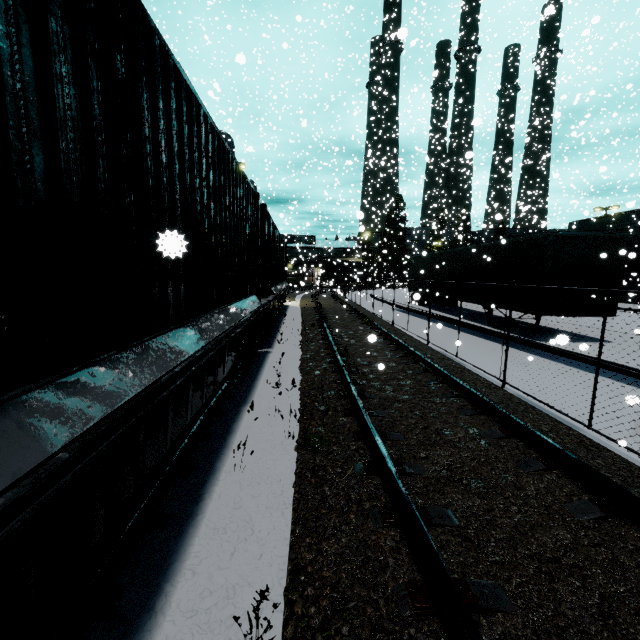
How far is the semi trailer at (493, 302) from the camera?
12.8 meters

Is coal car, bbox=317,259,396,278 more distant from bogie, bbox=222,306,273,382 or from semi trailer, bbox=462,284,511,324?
bogie, bbox=222,306,273,382

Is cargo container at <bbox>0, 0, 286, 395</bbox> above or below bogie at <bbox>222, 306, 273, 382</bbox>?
above

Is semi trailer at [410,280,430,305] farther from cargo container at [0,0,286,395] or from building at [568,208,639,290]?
cargo container at [0,0,286,395]

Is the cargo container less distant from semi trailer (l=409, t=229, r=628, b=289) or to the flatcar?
the flatcar

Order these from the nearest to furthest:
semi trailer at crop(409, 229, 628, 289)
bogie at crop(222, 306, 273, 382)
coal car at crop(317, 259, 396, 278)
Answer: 1. bogie at crop(222, 306, 273, 382)
2. semi trailer at crop(409, 229, 628, 289)
3. coal car at crop(317, 259, 396, 278)

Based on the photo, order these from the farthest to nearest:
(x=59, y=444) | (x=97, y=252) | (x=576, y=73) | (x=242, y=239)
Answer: (x=576, y=73)
(x=242, y=239)
(x=97, y=252)
(x=59, y=444)

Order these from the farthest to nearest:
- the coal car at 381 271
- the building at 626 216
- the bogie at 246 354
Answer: the coal car at 381 271
the building at 626 216
the bogie at 246 354
